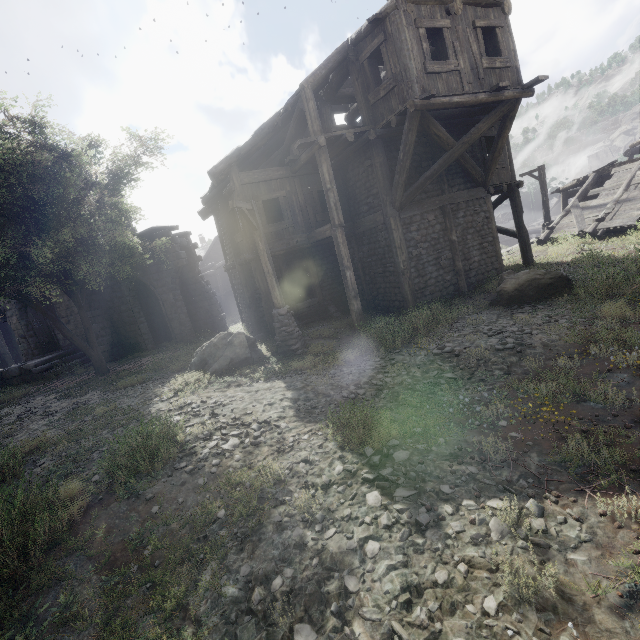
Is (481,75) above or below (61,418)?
above

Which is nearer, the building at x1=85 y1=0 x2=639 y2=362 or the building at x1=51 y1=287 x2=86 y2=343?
the building at x1=85 y1=0 x2=639 y2=362

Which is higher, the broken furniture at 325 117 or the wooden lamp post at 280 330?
the broken furniture at 325 117

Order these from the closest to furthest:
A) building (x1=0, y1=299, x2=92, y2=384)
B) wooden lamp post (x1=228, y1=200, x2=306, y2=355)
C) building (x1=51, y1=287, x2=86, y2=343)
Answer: wooden lamp post (x1=228, y1=200, x2=306, y2=355) → building (x1=0, y1=299, x2=92, y2=384) → building (x1=51, y1=287, x2=86, y2=343)

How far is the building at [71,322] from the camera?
18.4m

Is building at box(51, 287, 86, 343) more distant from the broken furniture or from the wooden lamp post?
the wooden lamp post

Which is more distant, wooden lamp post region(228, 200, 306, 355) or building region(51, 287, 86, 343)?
building region(51, 287, 86, 343)
